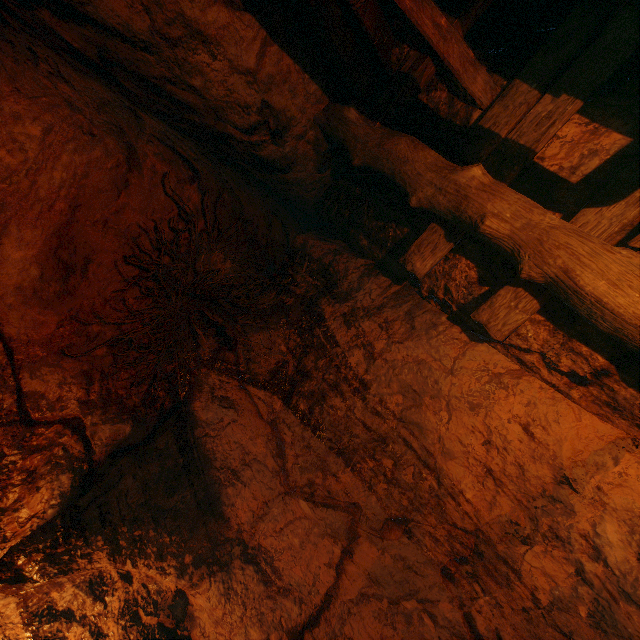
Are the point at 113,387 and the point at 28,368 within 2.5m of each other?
yes
